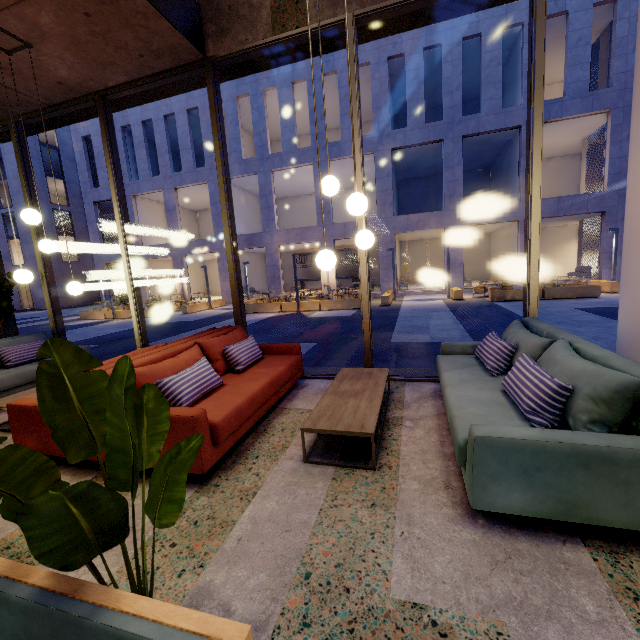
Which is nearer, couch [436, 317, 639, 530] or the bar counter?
couch [436, 317, 639, 530]

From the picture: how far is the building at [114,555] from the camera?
1.72m

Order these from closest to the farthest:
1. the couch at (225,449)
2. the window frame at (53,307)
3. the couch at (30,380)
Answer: the couch at (225,449) < the couch at (30,380) < the window frame at (53,307)

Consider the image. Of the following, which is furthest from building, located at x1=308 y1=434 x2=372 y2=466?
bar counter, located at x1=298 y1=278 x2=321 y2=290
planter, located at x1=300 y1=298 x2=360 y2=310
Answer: bar counter, located at x1=298 y1=278 x2=321 y2=290

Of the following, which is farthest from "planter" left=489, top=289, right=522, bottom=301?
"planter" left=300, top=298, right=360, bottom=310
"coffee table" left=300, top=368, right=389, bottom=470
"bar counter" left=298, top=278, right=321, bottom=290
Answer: "bar counter" left=298, top=278, right=321, bottom=290

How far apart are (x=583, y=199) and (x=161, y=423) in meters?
22.8

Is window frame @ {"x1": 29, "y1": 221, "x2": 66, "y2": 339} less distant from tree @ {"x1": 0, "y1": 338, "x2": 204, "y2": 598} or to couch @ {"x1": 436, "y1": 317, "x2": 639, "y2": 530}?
couch @ {"x1": 436, "y1": 317, "x2": 639, "y2": 530}

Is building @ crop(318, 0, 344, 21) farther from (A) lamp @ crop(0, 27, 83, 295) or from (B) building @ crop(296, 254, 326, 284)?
(B) building @ crop(296, 254, 326, 284)
